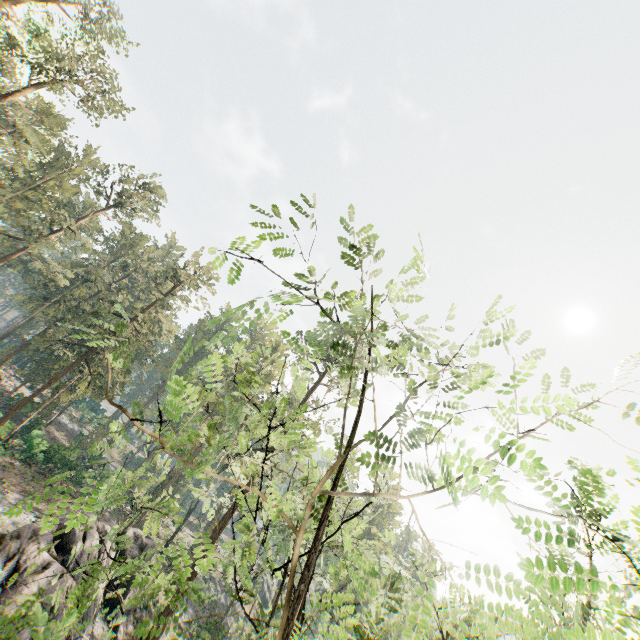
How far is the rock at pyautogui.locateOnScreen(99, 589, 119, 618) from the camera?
23.3m

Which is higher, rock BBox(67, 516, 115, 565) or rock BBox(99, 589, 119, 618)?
rock BBox(67, 516, 115, 565)

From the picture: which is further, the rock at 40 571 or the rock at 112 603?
the rock at 112 603

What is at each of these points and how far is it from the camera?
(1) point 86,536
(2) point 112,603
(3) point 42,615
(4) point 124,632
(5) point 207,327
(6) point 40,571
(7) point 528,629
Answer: (1) rock, 21.2m
(2) rock, 23.8m
(3) foliage, 1.5m
(4) rock, 23.7m
(5) foliage, 2.3m
(6) rock, 17.4m
(7) foliage, 2.6m

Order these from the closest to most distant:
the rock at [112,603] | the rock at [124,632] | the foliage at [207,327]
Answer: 1. the foliage at [207,327]
2. the rock at [124,632]
3. the rock at [112,603]

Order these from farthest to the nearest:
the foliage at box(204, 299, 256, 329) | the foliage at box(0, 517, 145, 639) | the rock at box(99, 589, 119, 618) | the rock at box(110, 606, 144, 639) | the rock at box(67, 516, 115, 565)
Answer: the rock at box(99, 589, 119, 618), the rock at box(110, 606, 144, 639), the rock at box(67, 516, 115, 565), the foliage at box(204, 299, 256, 329), the foliage at box(0, 517, 145, 639)

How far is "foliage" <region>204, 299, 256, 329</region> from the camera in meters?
2.3 m

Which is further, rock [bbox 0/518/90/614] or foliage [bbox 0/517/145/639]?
rock [bbox 0/518/90/614]
